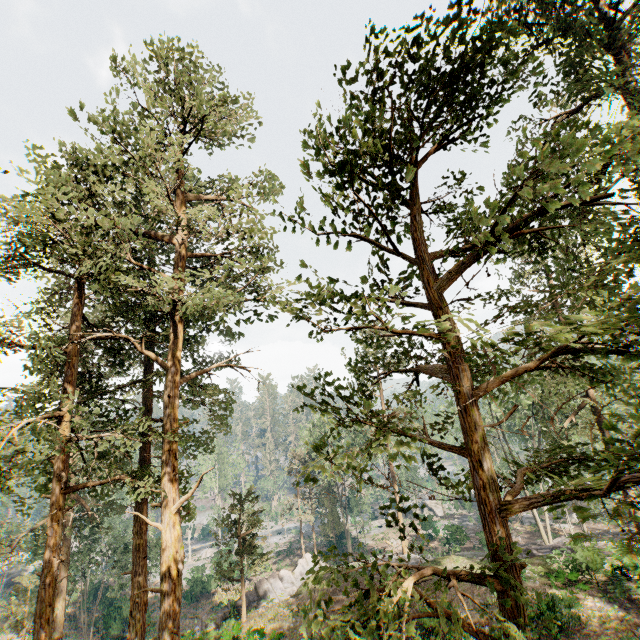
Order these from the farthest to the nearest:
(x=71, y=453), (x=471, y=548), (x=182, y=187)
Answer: (x=471, y=548) → (x=71, y=453) → (x=182, y=187)

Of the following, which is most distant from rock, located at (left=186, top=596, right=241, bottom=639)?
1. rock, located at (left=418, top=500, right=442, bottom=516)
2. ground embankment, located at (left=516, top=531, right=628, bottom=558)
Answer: rock, located at (left=418, top=500, right=442, bottom=516)

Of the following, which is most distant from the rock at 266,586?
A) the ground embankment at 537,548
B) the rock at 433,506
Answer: the rock at 433,506

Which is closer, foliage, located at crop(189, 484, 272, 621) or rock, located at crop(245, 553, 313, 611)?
foliage, located at crop(189, 484, 272, 621)

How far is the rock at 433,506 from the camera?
55.2 meters

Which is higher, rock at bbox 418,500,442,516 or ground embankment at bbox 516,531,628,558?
ground embankment at bbox 516,531,628,558

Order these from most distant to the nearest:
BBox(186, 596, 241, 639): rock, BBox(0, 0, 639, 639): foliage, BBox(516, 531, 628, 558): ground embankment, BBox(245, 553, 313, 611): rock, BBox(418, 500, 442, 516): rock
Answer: BBox(418, 500, 442, 516): rock, BBox(245, 553, 313, 611): rock, BBox(186, 596, 241, 639): rock, BBox(516, 531, 628, 558): ground embankment, BBox(0, 0, 639, 639): foliage

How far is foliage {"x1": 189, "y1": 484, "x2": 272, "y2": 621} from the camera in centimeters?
2222cm
